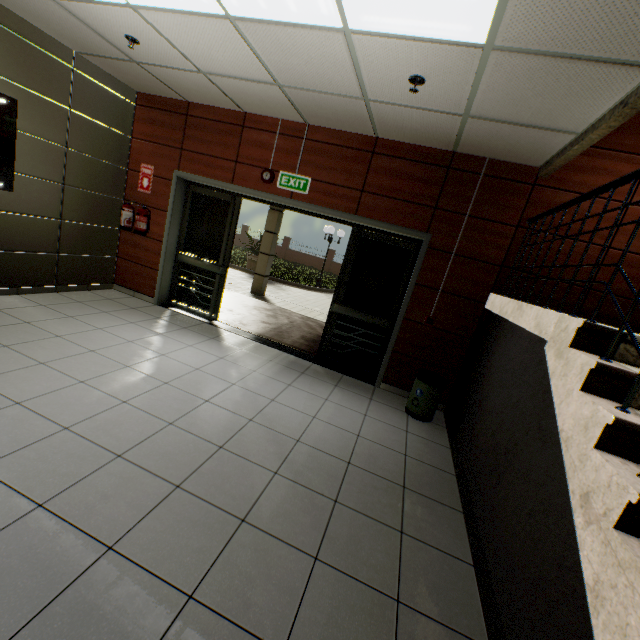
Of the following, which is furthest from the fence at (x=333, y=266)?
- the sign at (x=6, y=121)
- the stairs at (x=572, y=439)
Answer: the sign at (x=6, y=121)

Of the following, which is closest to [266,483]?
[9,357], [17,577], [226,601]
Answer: [226,601]

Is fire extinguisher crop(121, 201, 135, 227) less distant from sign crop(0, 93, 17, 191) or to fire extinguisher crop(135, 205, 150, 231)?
fire extinguisher crop(135, 205, 150, 231)

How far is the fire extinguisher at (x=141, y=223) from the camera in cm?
526

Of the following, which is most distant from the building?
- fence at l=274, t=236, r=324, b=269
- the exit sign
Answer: fence at l=274, t=236, r=324, b=269

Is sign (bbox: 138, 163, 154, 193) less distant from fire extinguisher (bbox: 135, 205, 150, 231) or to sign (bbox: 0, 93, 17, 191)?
fire extinguisher (bbox: 135, 205, 150, 231)

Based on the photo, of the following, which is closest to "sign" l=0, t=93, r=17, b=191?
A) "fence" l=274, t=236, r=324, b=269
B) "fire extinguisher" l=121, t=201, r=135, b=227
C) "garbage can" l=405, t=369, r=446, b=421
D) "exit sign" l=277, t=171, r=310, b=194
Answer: "fire extinguisher" l=121, t=201, r=135, b=227

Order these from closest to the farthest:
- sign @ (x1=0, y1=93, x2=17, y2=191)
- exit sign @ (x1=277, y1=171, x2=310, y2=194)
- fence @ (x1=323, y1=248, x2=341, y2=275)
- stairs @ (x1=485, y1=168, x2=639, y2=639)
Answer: stairs @ (x1=485, y1=168, x2=639, y2=639)
sign @ (x1=0, y1=93, x2=17, y2=191)
exit sign @ (x1=277, y1=171, x2=310, y2=194)
fence @ (x1=323, y1=248, x2=341, y2=275)
